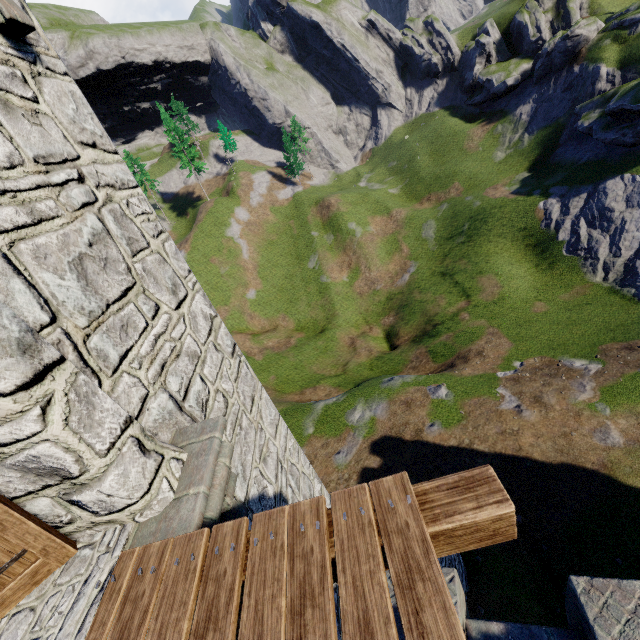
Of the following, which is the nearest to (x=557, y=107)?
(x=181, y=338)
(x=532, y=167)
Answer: (x=532, y=167)
